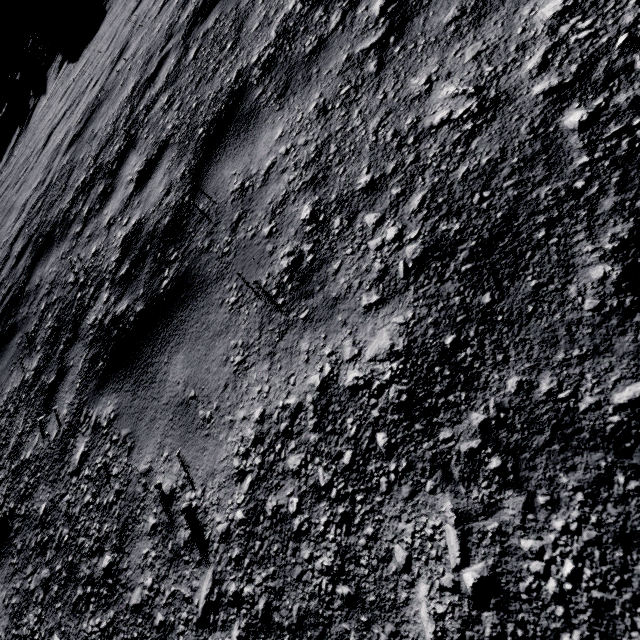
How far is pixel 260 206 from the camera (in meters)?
1.96
